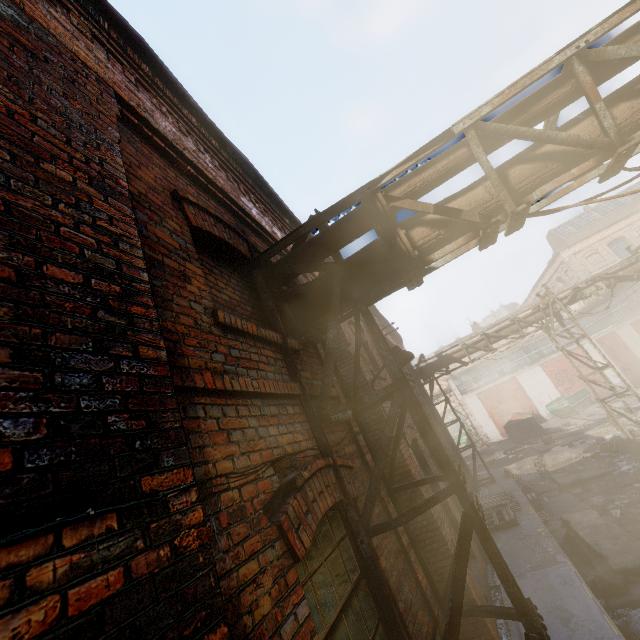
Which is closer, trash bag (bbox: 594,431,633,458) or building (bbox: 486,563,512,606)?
building (bbox: 486,563,512,606)

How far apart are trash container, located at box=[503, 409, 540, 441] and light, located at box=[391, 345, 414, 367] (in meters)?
23.45

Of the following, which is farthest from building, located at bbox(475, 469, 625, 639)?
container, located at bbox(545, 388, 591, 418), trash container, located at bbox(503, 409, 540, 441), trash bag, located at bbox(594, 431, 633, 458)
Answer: container, located at bbox(545, 388, 591, 418)

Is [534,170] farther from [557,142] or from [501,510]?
[501,510]

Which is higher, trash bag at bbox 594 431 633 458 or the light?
the light

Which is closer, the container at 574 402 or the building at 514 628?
the building at 514 628

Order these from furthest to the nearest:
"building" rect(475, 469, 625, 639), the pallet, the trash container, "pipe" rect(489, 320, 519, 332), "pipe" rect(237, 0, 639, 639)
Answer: the trash container < "pipe" rect(489, 320, 519, 332) < the pallet < "building" rect(475, 469, 625, 639) < "pipe" rect(237, 0, 639, 639)

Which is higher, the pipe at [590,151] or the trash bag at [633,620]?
the pipe at [590,151]
